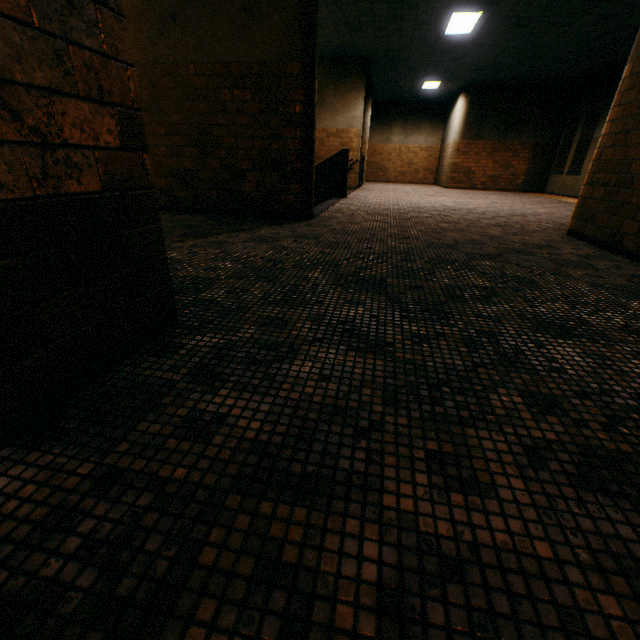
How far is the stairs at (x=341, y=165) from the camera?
7.6 meters

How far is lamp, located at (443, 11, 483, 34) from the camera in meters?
7.2 m

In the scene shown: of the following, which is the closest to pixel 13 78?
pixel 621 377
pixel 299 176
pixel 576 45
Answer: pixel 621 377

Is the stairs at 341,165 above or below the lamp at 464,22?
below

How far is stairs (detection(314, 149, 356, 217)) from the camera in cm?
763

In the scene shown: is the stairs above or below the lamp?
below
